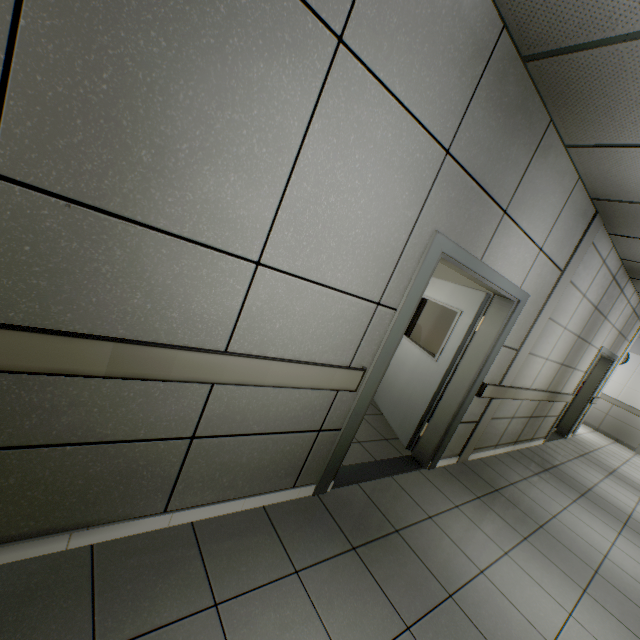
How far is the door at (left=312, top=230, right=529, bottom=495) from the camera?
2.3m

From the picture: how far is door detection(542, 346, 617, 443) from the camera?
6.2m

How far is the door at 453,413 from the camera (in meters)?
2.31

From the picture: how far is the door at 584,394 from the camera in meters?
6.2

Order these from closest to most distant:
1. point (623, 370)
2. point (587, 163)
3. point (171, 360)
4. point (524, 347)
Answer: point (171, 360)
point (587, 163)
point (524, 347)
point (623, 370)

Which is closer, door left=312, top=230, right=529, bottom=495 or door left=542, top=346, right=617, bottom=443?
door left=312, top=230, right=529, bottom=495
